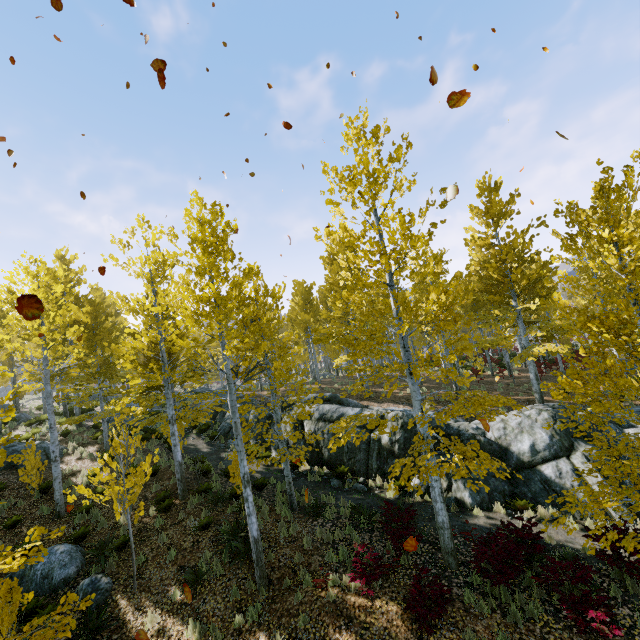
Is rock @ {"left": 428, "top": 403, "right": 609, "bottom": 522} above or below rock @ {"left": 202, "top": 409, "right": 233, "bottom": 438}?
below

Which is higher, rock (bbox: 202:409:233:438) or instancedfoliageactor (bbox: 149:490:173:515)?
rock (bbox: 202:409:233:438)

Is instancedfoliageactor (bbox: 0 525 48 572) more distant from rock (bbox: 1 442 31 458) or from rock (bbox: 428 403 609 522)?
rock (bbox: 1 442 31 458)

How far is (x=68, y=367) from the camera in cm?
2169

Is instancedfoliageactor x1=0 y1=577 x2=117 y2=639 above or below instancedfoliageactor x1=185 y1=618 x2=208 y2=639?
above

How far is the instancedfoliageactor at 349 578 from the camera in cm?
716

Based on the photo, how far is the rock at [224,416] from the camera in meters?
19.4

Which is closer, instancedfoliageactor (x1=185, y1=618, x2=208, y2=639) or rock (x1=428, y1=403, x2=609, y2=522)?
instancedfoliageactor (x1=185, y1=618, x2=208, y2=639)
